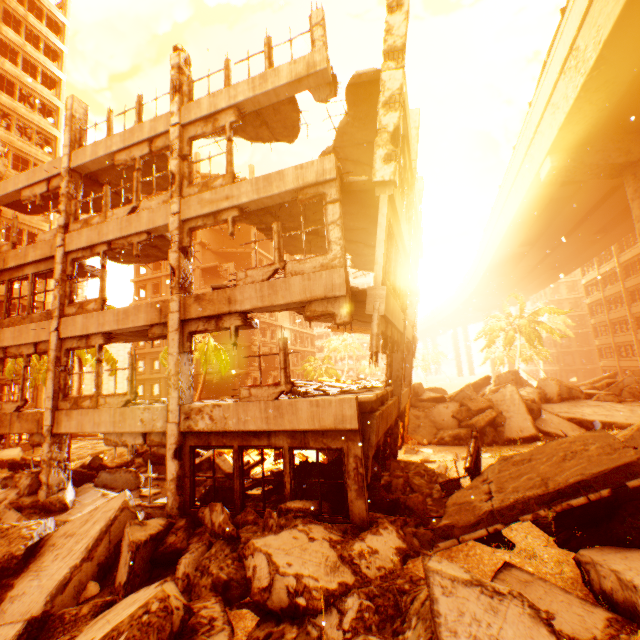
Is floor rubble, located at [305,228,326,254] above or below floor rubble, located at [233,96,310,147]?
below

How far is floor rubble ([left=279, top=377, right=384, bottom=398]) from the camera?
11.02m

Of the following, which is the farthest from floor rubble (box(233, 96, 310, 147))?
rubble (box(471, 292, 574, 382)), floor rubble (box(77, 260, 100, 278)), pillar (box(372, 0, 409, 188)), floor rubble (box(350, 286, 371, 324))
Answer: rubble (box(471, 292, 574, 382))

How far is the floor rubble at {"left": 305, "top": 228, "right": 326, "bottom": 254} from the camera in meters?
11.6 m

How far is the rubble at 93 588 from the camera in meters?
6.3 m

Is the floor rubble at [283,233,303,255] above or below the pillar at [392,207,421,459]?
above

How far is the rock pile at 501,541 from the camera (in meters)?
6.33

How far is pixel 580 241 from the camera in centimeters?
3170cm
